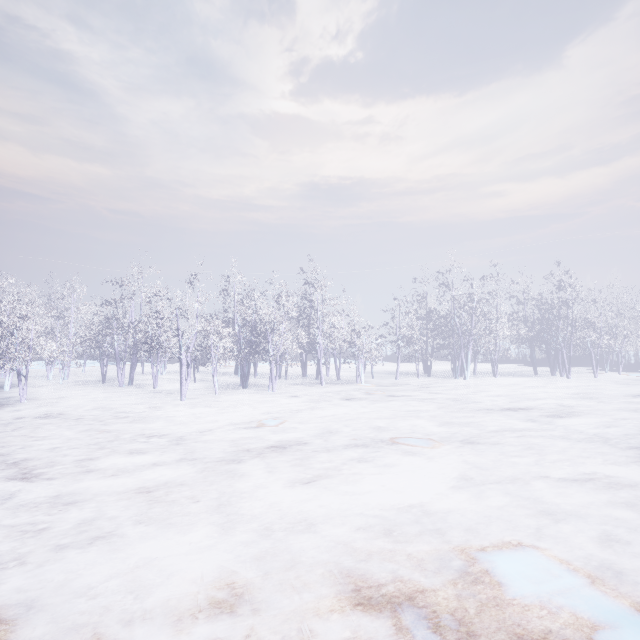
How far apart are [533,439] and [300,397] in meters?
9.6 m
